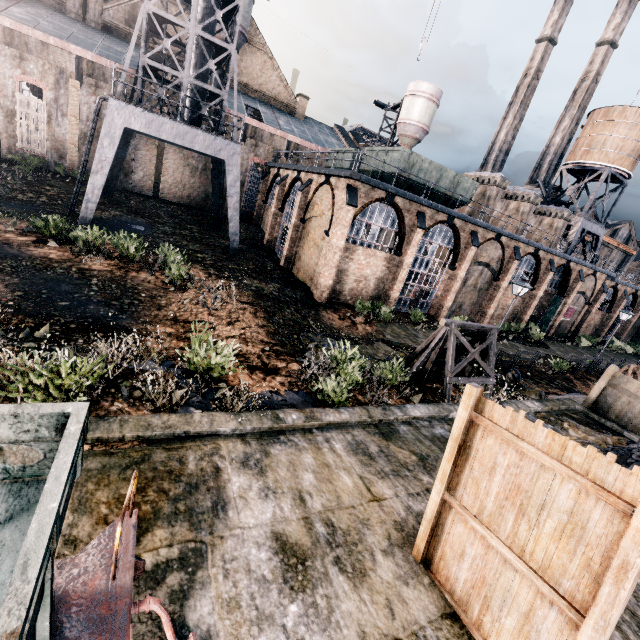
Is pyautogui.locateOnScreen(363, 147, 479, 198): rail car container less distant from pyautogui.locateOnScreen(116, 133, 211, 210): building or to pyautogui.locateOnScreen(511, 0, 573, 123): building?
pyautogui.locateOnScreen(116, 133, 211, 210): building

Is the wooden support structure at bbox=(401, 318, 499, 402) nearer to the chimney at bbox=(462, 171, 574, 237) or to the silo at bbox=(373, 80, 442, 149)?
the chimney at bbox=(462, 171, 574, 237)

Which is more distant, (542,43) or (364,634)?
(542,43)

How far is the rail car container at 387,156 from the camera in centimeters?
2212cm

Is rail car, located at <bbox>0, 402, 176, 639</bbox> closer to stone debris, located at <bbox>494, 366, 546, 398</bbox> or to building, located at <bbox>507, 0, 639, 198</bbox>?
stone debris, located at <bbox>494, 366, 546, 398</bbox>

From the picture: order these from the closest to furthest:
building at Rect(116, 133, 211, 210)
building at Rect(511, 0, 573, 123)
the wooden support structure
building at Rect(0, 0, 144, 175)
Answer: the wooden support structure → building at Rect(0, 0, 144, 175) → building at Rect(116, 133, 211, 210) → building at Rect(511, 0, 573, 123)

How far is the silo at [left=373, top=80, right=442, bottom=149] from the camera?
43.78m

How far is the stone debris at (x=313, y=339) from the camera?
13.3 meters
